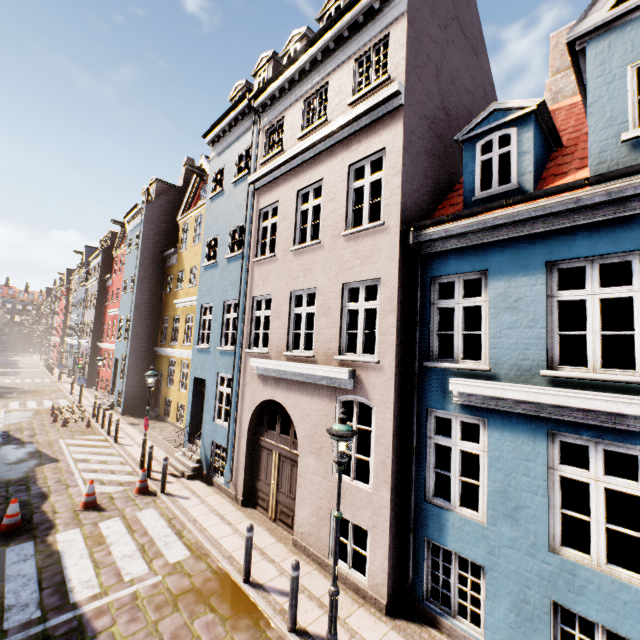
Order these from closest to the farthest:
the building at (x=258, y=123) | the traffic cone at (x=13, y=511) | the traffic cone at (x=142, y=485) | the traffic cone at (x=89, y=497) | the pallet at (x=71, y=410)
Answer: the building at (x=258, y=123), the traffic cone at (x=13, y=511), the traffic cone at (x=89, y=497), the traffic cone at (x=142, y=485), the pallet at (x=71, y=410)

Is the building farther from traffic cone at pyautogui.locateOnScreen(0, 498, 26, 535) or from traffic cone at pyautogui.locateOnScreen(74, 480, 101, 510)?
traffic cone at pyautogui.locateOnScreen(0, 498, 26, 535)

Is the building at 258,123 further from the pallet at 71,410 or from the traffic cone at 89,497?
the traffic cone at 89,497

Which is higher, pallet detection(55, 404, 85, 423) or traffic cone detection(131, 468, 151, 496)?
pallet detection(55, 404, 85, 423)

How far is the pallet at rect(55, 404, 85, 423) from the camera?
18.3 meters

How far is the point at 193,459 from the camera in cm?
1208

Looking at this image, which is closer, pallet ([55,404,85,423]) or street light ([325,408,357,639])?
street light ([325,408,357,639])

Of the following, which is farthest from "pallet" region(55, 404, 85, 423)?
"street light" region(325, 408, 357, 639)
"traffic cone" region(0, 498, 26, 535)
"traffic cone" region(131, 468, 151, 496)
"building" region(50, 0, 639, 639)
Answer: "street light" region(325, 408, 357, 639)
